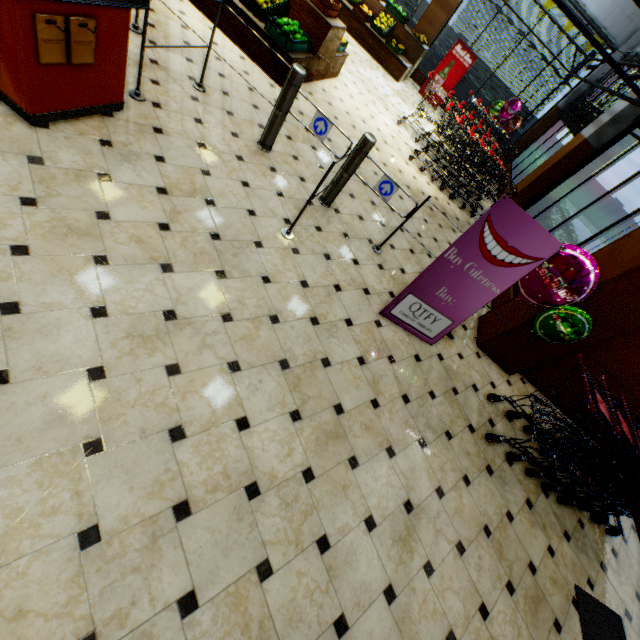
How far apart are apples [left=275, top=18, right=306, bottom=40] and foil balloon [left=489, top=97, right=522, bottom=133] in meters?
7.8

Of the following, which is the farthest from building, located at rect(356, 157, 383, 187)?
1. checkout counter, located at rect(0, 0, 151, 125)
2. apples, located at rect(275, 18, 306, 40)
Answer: apples, located at rect(275, 18, 306, 40)

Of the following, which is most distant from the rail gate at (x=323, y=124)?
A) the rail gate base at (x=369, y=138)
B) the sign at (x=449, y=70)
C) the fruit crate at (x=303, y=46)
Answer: the sign at (x=449, y=70)

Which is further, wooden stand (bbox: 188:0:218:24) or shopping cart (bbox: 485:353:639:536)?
wooden stand (bbox: 188:0:218:24)

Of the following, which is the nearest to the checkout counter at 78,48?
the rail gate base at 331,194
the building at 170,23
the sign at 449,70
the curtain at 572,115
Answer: the building at 170,23

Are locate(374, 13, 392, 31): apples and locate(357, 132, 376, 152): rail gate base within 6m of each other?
no

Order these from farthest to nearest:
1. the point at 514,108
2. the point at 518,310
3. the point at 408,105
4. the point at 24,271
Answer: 1. the point at 514,108
2. the point at 408,105
3. the point at 518,310
4. the point at 24,271

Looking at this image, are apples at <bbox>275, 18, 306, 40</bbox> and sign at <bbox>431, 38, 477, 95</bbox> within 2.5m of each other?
no
